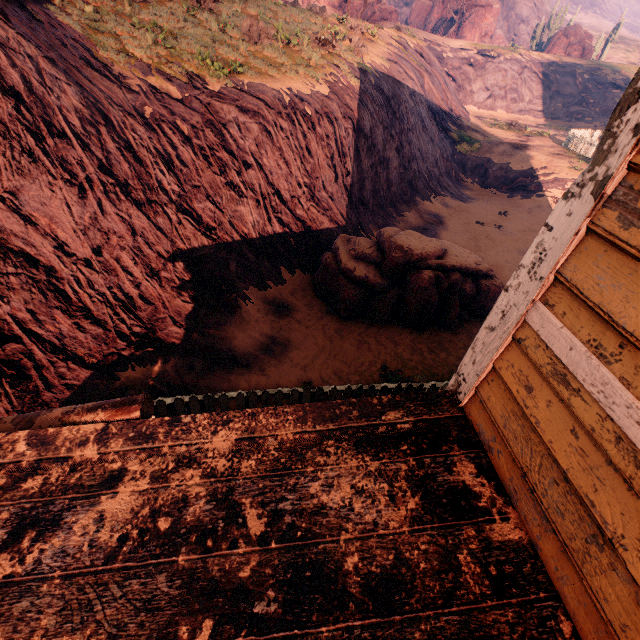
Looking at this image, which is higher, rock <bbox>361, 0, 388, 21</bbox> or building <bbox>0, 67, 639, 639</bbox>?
rock <bbox>361, 0, 388, 21</bbox>

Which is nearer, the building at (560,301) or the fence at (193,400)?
the building at (560,301)

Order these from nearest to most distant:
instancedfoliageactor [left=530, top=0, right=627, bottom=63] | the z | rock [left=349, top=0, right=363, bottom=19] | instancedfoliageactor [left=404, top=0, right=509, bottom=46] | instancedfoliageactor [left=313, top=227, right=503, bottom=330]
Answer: the z → instancedfoliageactor [left=313, top=227, right=503, bottom=330] → rock [left=349, top=0, right=363, bottom=19] → instancedfoliageactor [left=530, top=0, right=627, bottom=63] → instancedfoliageactor [left=404, top=0, right=509, bottom=46]

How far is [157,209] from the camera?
7.7 meters

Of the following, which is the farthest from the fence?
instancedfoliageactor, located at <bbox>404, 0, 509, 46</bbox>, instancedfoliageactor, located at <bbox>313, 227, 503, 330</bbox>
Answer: instancedfoliageactor, located at <bbox>404, 0, 509, 46</bbox>

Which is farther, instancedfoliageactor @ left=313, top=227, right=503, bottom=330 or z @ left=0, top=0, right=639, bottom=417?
instancedfoliageactor @ left=313, top=227, right=503, bottom=330

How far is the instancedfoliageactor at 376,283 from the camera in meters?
8.4 m

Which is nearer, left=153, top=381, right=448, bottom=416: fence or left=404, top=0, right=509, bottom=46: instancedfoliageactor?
left=153, top=381, right=448, bottom=416: fence
